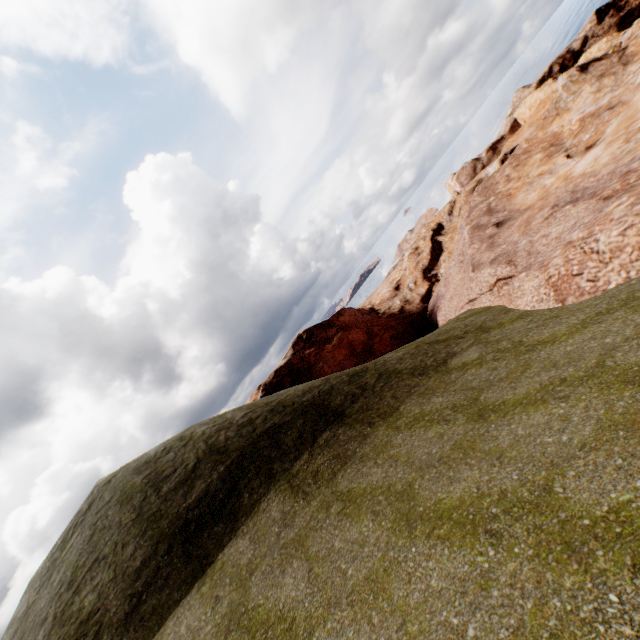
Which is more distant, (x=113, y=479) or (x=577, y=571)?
(x=113, y=479)
